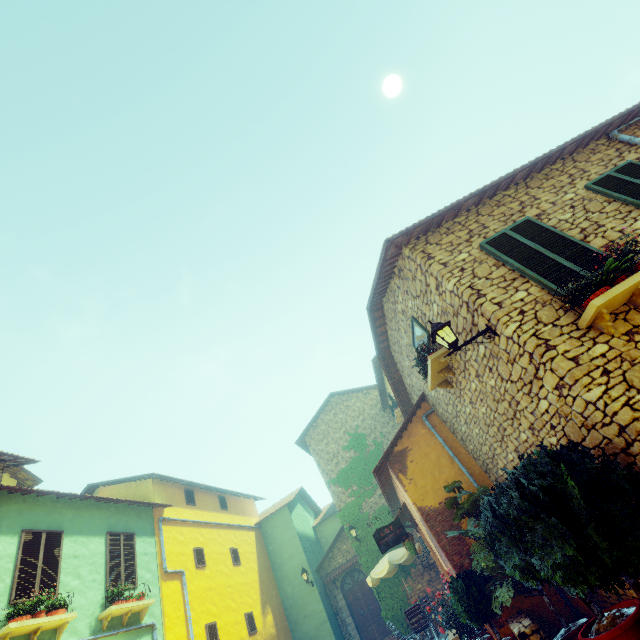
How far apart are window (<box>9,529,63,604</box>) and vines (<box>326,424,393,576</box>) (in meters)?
11.22

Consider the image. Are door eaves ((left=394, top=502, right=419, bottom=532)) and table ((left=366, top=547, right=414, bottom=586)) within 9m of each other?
yes

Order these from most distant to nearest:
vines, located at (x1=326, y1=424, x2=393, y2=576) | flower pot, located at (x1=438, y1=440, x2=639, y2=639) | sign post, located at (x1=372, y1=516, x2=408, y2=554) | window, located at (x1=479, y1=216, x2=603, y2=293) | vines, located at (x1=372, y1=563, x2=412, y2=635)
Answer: vines, located at (x1=326, y1=424, x2=393, y2=576) < vines, located at (x1=372, y1=563, x2=412, y2=635) < sign post, located at (x1=372, y1=516, x2=408, y2=554) < window, located at (x1=479, y1=216, x2=603, y2=293) < flower pot, located at (x1=438, y1=440, x2=639, y2=639)

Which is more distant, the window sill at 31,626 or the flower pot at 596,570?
the window sill at 31,626

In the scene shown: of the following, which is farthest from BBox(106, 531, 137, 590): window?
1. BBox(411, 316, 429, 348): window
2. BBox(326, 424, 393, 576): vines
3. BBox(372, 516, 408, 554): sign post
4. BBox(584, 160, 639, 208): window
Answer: BBox(584, 160, 639, 208): window

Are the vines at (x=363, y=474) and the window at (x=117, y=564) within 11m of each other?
yes

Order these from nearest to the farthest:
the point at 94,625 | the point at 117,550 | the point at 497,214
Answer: the point at 497,214
the point at 94,625
the point at 117,550

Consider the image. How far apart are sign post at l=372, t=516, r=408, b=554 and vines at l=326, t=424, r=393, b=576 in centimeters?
621cm
